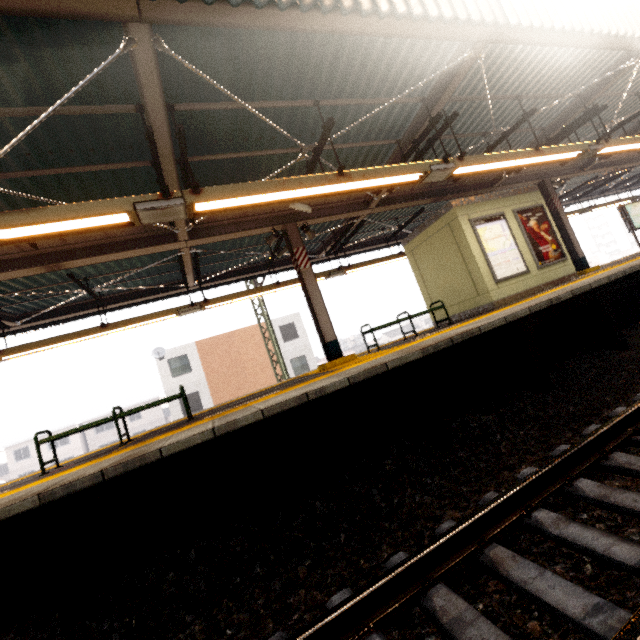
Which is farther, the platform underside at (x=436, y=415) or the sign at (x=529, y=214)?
the sign at (x=529, y=214)

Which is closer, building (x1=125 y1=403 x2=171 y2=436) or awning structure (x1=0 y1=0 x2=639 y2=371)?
awning structure (x1=0 y1=0 x2=639 y2=371)

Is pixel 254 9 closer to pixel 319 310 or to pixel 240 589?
pixel 319 310

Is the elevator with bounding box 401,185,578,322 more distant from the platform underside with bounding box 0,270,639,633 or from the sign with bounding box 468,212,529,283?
the platform underside with bounding box 0,270,639,633

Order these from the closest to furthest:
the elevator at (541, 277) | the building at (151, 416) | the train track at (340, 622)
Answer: the train track at (340, 622)
the elevator at (541, 277)
the building at (151, 416)

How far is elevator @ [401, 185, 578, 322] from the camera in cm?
815

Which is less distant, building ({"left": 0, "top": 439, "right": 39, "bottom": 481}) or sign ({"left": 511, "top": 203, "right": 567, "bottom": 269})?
sign ({"left": 511, "top": 203, "right": 567, "bottom": 269})

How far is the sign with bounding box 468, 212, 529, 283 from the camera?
8.2 meters
